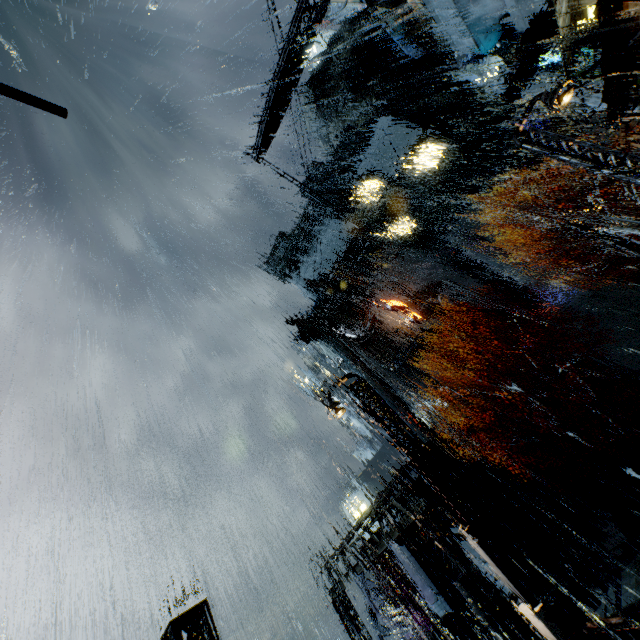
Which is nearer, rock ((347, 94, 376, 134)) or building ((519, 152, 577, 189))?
building ((519, 152, 577, 189))

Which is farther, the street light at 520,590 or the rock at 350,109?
the rock at 350,109

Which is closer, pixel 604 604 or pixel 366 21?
pixel 604 604

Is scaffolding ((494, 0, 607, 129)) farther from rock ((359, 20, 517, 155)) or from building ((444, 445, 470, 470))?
rock ((359, 20, 517, 155))

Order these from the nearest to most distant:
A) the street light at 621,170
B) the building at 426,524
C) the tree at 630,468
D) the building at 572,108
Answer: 1. the street light at 621,170
2. the building at 426,524
3. the tree at 630,468
4. the building at 572,108

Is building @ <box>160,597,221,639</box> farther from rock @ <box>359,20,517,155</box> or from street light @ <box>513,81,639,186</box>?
rock @ <box>359,20,517,155</box>

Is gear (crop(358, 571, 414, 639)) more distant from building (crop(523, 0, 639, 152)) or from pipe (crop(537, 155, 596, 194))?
pipe (crop(537, 155, 596, 194))

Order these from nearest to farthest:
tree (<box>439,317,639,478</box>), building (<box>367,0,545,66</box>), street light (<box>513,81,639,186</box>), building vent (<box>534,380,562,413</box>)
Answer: street light (<box>513,81,639,186</box>)
tree (<box>439,317,639,478</box>)
building (<box>367,0,545,66</box>)
building vent (<box>534,380,562,413</box>)
